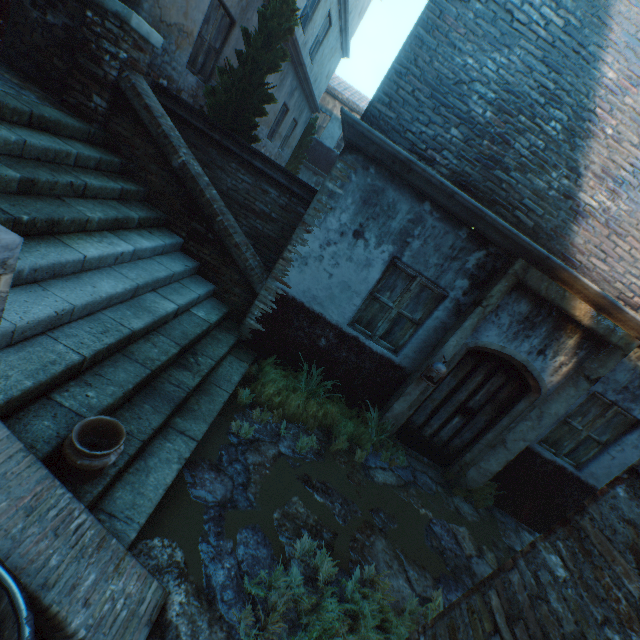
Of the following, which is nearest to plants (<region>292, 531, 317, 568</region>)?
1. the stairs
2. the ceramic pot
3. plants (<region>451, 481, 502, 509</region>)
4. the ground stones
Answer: the ground stones

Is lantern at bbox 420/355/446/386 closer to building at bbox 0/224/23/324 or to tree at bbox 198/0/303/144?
building at bbox 0/224/23/324

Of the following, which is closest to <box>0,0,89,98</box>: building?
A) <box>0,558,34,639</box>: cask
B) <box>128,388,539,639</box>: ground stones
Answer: <box>128,388,539,639</box>: ground stones

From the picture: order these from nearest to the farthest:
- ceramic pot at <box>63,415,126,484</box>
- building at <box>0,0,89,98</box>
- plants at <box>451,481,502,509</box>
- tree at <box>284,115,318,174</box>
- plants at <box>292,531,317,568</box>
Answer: ceramic pot at <box>63,415,126,484</box> → plants at <box>292,531,317,568</box> → building at <box>0,0,89,98</box> → plants at <box>451,481,502,509</box> → tree at <box>284,115,318,174</box>

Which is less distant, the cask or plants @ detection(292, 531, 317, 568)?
the cask

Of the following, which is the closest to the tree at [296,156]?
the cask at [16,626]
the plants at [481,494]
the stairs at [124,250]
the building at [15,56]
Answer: the building at [15,56]

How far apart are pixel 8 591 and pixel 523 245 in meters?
5.8 m

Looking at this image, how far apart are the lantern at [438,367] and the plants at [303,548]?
2.5m
